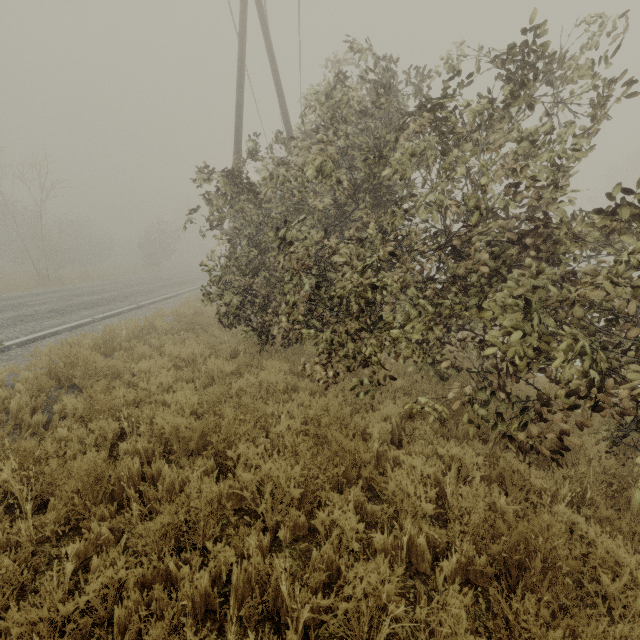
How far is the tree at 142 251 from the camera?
36.3 meters

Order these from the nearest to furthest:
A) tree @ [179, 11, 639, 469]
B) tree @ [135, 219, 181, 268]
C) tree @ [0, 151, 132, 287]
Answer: tree @ [179, 11, 639, 469]
tree @ [0, 151, 132, 287]
tree @ [135, 219, 181, 268]

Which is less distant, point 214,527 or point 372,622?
point 372,622

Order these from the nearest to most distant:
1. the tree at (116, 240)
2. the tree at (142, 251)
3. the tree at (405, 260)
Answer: the tree at (405, 260) < the tree at (116, 240) < the tree at (142, 251)

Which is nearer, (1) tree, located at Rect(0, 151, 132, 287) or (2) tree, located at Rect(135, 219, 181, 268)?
(1) tree, located at Rect(0, 151, 132, 287)

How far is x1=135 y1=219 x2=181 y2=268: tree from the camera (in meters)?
36.34
